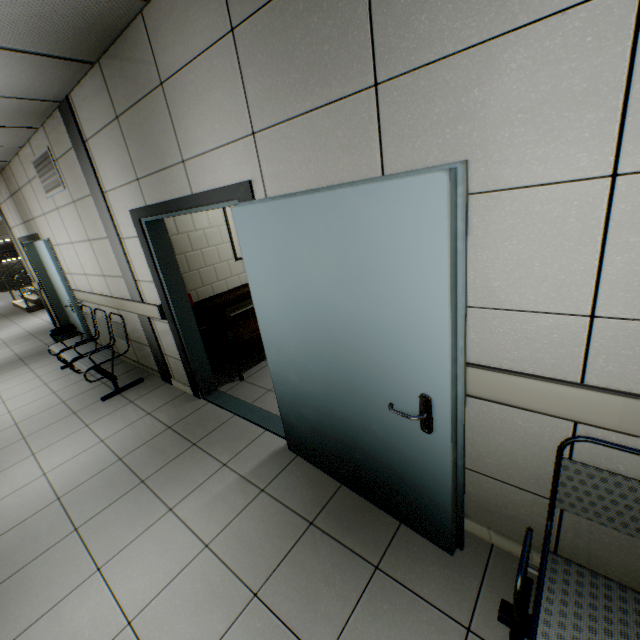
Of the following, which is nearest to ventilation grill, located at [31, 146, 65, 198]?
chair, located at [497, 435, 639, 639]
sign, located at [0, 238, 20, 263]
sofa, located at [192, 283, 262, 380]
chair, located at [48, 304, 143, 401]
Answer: chair, located at [48, 304, 143, 401]

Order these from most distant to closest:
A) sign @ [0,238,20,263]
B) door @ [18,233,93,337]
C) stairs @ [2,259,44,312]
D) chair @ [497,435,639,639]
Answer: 1. sign @ [0,238,20,263]
2. stairs @ [2,259,44,312]
3. door @ [18,233,93,337]
4. chair @ [497,435,639,639]

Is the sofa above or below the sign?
below

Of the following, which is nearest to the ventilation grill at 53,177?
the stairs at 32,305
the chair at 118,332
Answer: the chair at 118,332

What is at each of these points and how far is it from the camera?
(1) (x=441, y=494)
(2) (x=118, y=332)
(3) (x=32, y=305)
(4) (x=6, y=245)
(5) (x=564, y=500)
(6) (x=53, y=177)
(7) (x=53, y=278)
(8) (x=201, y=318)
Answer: (1) door, 1.7m
(2) chair, 4.5m
(3) stairs, 10.4m
(4) sign, 15.8m
(5) chair, 1.4m
(6) ventilation grill, 4.2m
(7) door, 5.7m
(8) sofa, 4.0m

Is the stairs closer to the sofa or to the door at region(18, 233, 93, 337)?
the door at region(18, 233, 93, 337)

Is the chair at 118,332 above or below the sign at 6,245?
below

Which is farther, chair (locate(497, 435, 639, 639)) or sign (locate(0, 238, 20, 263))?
sign (locate(0, 238, 20, 263))
